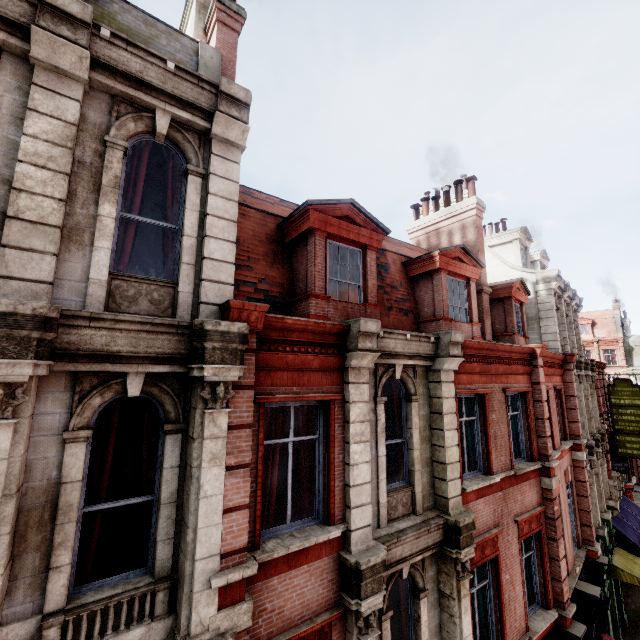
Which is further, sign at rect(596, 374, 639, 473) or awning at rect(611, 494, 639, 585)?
sign at rect(596, 374, 639, 473)

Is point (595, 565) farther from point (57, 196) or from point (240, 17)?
point (240, 17)

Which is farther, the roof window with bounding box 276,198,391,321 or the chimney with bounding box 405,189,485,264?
the chimney with bounding box 405,189,485,264

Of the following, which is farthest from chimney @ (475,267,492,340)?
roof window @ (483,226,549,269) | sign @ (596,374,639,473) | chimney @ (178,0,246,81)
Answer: sign @ (596,374,639,473)

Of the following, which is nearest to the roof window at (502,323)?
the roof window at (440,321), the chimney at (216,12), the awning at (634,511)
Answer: the roof window at (440,321)

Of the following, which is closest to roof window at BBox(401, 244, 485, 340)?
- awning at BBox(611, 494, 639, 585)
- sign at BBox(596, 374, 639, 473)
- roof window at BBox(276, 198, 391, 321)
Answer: roof window at BBox(276, 198, 391, 321)

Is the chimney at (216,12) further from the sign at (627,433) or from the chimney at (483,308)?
the sign at (627,433)

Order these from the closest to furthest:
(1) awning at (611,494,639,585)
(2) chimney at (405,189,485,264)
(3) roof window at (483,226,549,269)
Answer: (2) chimney at (405,189,485,264), (1) awning at (611,494,639,585), (3) roof window at (483,226,549,269)
